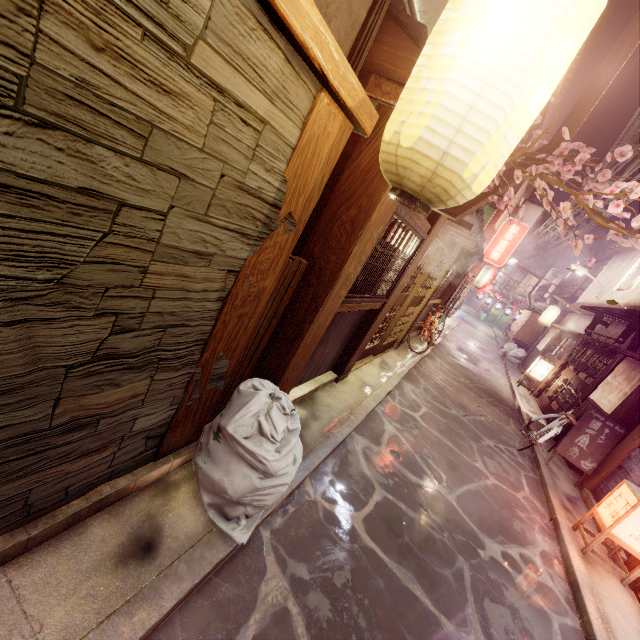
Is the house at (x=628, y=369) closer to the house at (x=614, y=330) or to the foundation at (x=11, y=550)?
the house at (x=614, y=330)

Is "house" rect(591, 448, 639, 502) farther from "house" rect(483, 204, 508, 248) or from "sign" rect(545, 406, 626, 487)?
"house" rect(483, 204, 508, 248)

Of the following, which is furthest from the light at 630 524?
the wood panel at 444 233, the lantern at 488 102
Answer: the lantern at 488 102

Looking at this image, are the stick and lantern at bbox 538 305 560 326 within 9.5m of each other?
no

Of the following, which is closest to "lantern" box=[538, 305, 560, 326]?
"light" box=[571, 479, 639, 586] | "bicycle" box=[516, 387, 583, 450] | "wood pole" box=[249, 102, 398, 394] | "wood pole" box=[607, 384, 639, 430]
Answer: "bicycle" box=[516, 387, 583, 450]

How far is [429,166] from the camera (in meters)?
2.54

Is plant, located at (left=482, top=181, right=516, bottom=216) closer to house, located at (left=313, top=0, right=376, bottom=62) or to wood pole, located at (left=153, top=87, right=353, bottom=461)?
house, located at (left=313, top=0, right=376, bottom=62)

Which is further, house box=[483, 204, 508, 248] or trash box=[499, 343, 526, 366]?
trash box=[499, 343, 526, 366]
